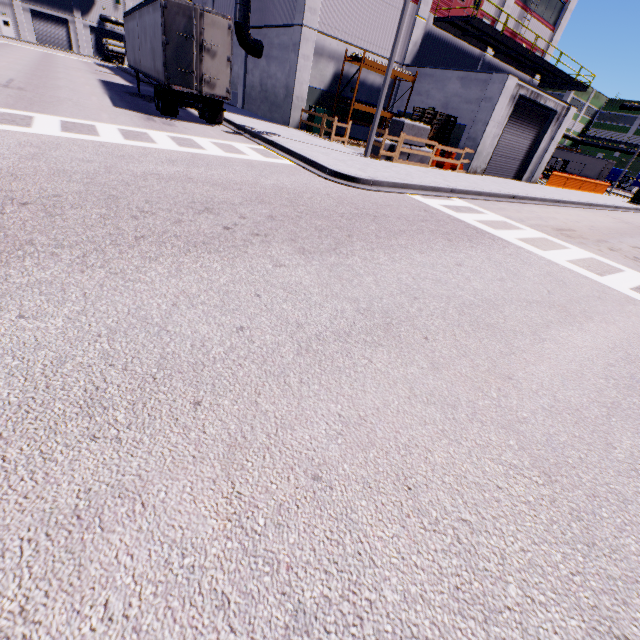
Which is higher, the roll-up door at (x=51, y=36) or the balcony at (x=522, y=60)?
the balcony at (x=522, y=60)

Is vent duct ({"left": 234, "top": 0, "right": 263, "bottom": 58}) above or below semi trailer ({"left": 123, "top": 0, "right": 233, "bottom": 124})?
above

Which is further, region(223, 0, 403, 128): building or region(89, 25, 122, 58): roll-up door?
region(89, 25, 122, 58): roll-up door

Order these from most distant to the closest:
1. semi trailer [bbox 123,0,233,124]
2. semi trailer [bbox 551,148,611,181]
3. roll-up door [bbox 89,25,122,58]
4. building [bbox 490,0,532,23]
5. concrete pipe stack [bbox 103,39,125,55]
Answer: roll-up door [bbox 89,25,122,58]
concrete pipe stack [bbox 103,39,125,55]
semi trailer [bbox 551,148,611,181]
building [bbox 490,0,532,23]
semi trailer [bbox 123,0,233,124]

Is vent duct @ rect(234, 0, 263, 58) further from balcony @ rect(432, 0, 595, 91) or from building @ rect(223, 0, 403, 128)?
balcony @ rect(432, 0, 595, 91)

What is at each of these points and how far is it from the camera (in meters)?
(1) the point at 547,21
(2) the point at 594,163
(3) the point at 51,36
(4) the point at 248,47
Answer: (1) building, 26.47
(2) semi trailer, 47.09
(3) roll-up door, 55.25
(4) vent duct, 21.05

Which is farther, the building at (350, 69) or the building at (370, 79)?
the building at (370, 79)

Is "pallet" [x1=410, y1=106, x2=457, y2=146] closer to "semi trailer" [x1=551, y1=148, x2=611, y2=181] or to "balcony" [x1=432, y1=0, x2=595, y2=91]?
"semi trailer" [x1=551, y1=148, x2=611, y2=181]
